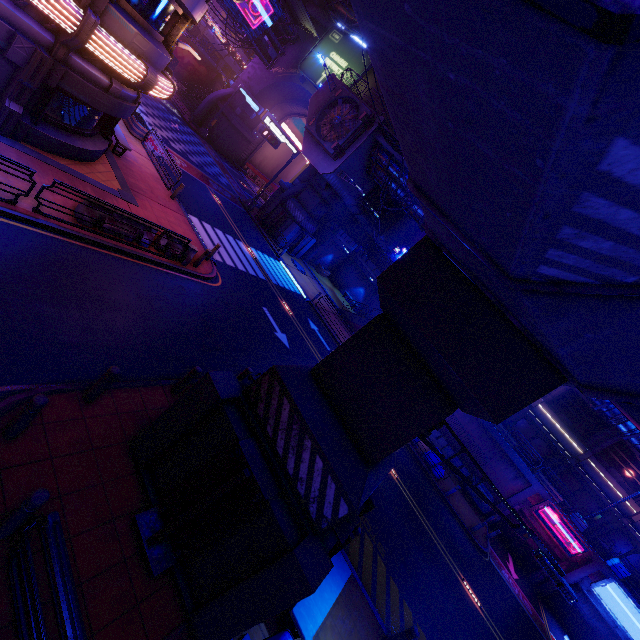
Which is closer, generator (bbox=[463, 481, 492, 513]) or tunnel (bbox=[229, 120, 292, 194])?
generator (bbox=[463, 481, 492, 513])

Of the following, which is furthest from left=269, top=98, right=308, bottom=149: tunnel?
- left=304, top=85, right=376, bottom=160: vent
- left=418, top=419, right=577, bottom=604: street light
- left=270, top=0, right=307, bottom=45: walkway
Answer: left=418, top=419, right=577, bottom=604: street light

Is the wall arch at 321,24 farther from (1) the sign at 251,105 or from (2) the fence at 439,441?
(2) the fence at 439,441

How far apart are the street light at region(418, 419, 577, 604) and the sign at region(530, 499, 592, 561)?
22.6m

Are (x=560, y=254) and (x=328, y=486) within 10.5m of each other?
yes

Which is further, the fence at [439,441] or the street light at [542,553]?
the fence at [439,441]

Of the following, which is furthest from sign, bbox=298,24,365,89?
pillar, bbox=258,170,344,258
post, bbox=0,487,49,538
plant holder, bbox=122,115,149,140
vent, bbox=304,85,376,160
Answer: post, bbox=0,487,49,538

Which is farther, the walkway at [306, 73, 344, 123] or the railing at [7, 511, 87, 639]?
the walkway at [306, 73, 344, 123]
